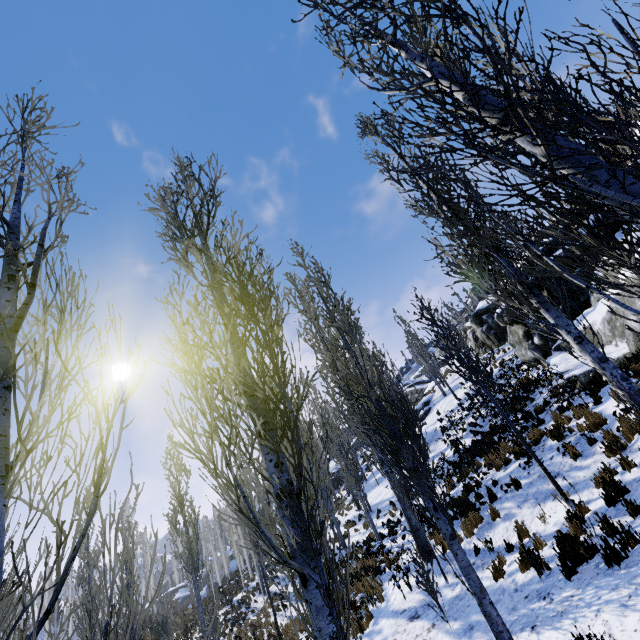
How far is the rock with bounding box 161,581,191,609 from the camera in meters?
45.6 m

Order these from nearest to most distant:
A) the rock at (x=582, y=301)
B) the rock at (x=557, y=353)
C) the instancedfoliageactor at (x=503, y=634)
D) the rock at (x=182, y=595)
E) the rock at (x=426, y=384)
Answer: the instancedfoliageactor at (x=503, y=634), the rock at (x=582, y=301), the rock at (x=557, y=353), the rock at (x=426, y=384), the rock at (x=182, y=595)

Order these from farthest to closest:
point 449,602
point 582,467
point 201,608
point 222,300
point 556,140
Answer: point 201,608
point 582,467
point 449,602
point 222,300
point 556,140

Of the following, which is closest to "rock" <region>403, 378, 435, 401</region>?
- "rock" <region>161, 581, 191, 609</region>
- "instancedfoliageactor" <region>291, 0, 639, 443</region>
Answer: "instancedfoliageactor" <region>291, 0, 639, 443</region>

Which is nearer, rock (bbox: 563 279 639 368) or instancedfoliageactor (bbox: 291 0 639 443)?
instancedfoliageactor (bbox: 291 0 639 443)

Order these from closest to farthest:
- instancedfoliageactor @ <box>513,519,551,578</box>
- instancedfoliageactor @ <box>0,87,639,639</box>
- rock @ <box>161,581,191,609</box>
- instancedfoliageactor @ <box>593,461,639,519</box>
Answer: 1. instancedfoliageactor @ <box>0,87,639,639</box>
2. instancedfoliageactor @ <box>593,461,639,519</box>
3. instancedfoliageactor @ <box>513,519,551,578</box>
4. rock @ <box>161,581,191,609</box>

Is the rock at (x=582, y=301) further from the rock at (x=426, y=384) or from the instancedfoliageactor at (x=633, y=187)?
the rock at (x=426, y=384)
